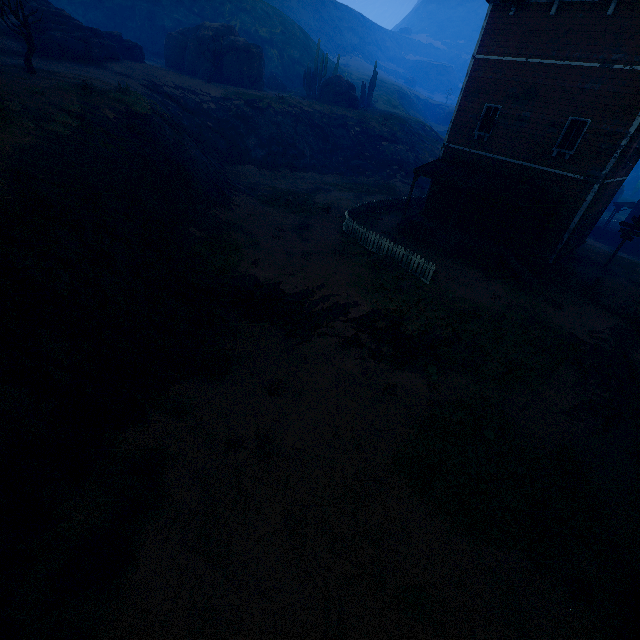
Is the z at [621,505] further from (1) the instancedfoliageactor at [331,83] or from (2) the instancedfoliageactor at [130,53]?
(2) the instancedfoliageactor at [130,53]

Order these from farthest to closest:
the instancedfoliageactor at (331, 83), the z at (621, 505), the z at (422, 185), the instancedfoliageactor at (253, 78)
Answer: the instancedfoliageactor at (331, 83) → the instancedfoliageactor at (253, 78) → the z at (422, 185) → the z at (621, 505)

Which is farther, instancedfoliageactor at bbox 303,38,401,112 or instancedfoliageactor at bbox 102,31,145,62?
instancedfoliageactor at bbox 303,38,401,112

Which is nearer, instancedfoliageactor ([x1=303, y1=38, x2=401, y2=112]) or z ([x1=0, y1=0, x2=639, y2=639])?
z ([x1=0, y1=0, x2=639, y2=639])

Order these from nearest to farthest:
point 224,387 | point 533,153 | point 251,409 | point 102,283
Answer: point 102,283 → point 251,409 → point 224,387 → point 533,153

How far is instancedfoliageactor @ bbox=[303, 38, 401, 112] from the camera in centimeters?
3853cm

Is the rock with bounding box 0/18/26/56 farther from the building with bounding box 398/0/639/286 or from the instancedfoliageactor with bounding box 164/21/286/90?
the building with bounding box 398/0/639/286

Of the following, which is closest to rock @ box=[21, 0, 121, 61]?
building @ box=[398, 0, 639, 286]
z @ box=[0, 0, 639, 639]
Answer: z @ box=[0, 0, 639, 639]
